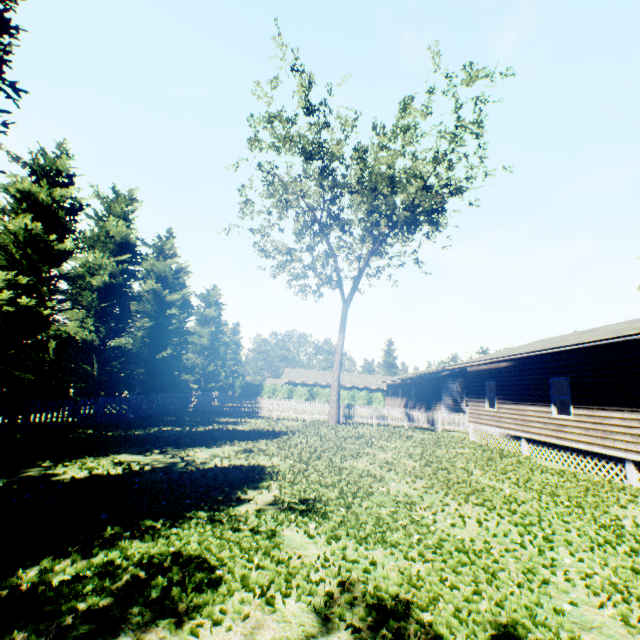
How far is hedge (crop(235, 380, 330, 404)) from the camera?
48.5m

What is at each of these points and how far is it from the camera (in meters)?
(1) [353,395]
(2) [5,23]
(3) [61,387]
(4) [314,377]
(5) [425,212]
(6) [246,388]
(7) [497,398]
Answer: (1) hedge, 49.00
(2) tree, 8.18
(3) tree, 11.46
(4) house, 53.91
(5) tree, 23.62
(6) hedge, 48.56
(7) house, 17.09

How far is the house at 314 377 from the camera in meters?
51.8 m

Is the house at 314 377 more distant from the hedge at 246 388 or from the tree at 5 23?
the tree at 5 23

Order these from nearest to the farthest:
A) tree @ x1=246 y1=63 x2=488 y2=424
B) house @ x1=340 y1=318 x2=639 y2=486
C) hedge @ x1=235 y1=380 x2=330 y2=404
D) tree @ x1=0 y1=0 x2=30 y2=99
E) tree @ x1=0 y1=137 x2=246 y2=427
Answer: tree @ x1=0 y1=0 x2=30 y2=99 → house @ x1=340 y1=318 x2=639 y2=486 → tree @ x1=0 y1=137 x2=246 y2=427 → tree @ x1=246 y1=63 x2=488 y2=424 → hedge @ x1=235 y1=380 x2=330 y2=404

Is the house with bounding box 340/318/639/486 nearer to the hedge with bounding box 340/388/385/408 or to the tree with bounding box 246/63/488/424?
the tree with bounding box 246/63/488/424

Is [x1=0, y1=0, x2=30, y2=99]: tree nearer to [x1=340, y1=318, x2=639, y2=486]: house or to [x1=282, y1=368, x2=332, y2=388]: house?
[x1=340, y1=318, x2=639, y2=486]: house

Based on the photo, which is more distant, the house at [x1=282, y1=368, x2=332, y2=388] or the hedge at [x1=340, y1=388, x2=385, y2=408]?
the house at [x1=282, y1=368, x2=332, y2=388]
